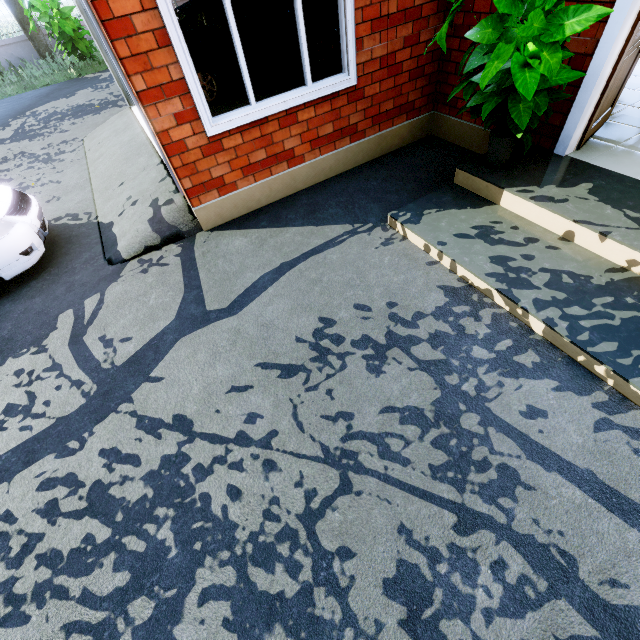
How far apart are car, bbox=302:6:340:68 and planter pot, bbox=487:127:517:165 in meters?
5.1

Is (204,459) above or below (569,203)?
below

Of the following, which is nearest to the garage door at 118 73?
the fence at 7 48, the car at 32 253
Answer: the car at 32 253

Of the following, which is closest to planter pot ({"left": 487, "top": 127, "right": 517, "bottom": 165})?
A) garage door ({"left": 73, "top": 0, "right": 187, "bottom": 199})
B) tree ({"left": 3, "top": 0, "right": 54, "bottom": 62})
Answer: garage door ({"left": 73, "top": 0, "right": 187, "bottom": 199})

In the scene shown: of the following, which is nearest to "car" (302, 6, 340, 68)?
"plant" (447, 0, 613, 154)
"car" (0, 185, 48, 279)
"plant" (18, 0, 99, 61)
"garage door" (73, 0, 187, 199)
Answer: "garage door" (73, 0, 187, 199)

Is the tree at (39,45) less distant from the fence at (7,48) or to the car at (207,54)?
the fence at (7,48)

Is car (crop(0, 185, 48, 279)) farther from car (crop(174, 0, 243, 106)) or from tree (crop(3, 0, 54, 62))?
tree (crop(3, 0, 54, 62))

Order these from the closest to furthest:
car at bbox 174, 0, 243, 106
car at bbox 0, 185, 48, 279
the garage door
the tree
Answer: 1. the garage door
2. car at bbox 0, 185, 48, 279
3. car at bbox 174, 0, 243, 106
4. the tree
